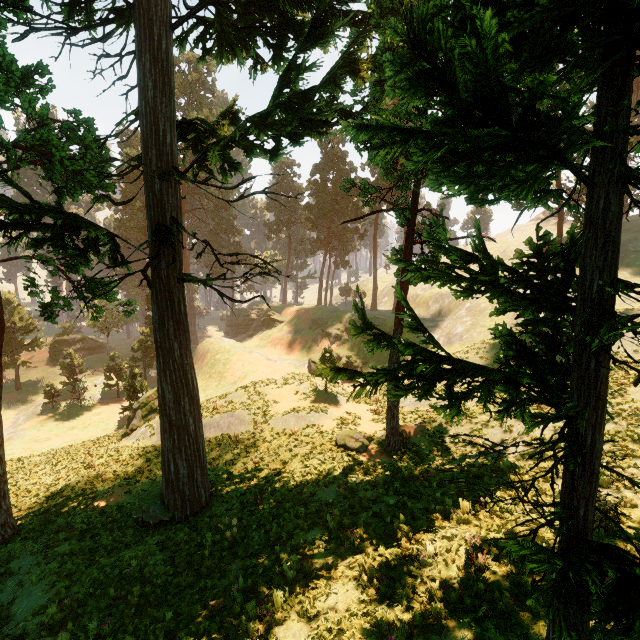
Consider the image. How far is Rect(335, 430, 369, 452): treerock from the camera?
16.3 meters

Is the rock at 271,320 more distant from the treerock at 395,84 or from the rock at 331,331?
the rock at 331,331

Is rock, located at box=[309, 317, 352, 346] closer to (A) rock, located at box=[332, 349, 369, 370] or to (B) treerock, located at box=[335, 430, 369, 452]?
(A) rock, located at box=[332, 349, 369, 370]

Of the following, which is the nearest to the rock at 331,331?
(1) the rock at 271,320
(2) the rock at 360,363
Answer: (2) the rock at 360,363

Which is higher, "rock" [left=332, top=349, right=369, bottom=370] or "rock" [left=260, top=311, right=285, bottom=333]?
"rock" [left=260, top=311, right=285, bottom=333]

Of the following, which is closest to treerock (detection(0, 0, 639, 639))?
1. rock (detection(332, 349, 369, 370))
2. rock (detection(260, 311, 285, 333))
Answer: rock (detection(260, 311, 285, 333))

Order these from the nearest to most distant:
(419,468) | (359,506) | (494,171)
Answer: (494,171)
(359,506)
(419,468)

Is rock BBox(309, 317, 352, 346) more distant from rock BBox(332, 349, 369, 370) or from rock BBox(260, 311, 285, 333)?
rock BBox(260, 311, 285, 333)
